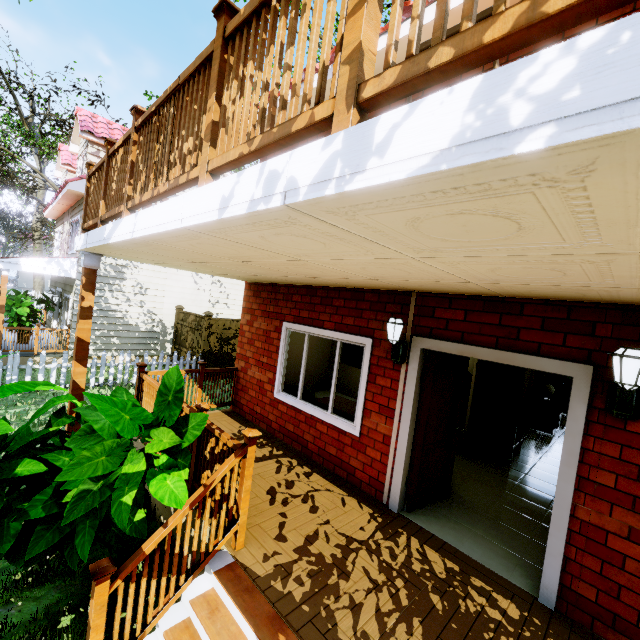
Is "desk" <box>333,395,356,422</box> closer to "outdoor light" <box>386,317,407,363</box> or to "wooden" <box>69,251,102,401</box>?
"outdoor light" <box>386,317,407,363</box>

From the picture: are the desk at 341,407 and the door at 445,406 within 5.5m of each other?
yes

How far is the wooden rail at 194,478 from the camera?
3.4m

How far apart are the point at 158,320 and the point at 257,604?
12.7m

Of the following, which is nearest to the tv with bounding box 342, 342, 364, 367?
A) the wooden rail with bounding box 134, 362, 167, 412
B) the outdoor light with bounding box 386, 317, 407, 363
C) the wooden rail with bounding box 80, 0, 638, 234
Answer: the wooden rail with bounding box 134, 362, 167, 412

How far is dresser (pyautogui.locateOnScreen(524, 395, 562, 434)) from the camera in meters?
8.2 m

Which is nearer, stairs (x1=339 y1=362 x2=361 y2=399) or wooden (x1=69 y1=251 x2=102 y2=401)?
wooden (x1=69 y1=251 x2=102 y2=401)

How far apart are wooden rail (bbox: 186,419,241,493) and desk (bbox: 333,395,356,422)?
2.07m
